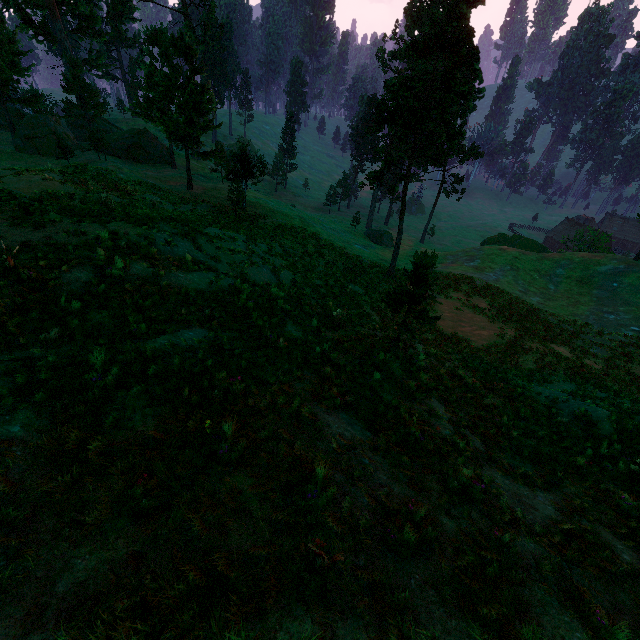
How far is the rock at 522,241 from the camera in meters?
47.8

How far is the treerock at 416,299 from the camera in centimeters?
1015cm

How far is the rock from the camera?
47.8m

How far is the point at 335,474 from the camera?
4.9m

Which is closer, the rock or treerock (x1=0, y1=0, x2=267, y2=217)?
treerock (x1=0, y1=0, x2=267, y2=217)

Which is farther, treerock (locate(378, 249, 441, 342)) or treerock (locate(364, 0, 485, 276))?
treerock (locate(364, 0, 485, 276))
